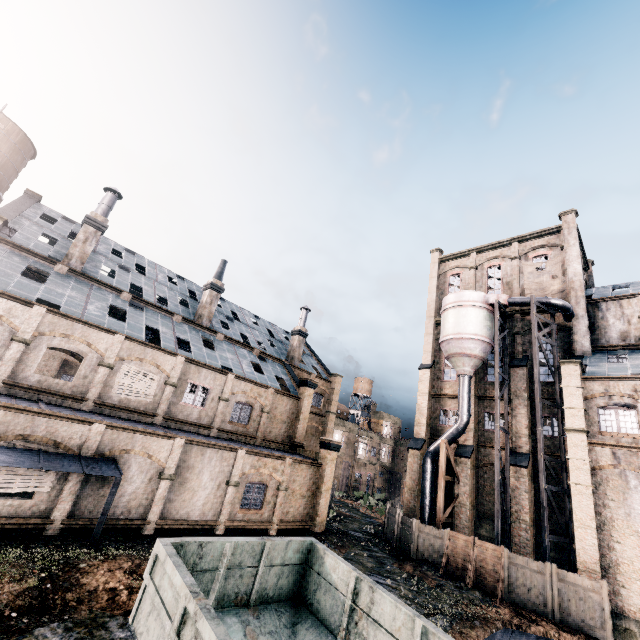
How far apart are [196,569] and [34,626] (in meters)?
A: 5.40

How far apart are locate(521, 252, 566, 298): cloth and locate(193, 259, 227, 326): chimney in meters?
31.0

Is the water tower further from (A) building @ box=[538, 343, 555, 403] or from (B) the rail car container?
(A) building @ box=[538, 343, 555, 403]

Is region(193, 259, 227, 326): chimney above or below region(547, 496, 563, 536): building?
above

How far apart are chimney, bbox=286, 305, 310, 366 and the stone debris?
24.4m

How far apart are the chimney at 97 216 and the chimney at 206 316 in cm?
947

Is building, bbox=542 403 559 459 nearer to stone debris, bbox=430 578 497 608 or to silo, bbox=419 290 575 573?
silo, bbox=419 290 575 573

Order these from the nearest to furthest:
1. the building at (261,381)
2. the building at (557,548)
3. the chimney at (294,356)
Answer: the building at (261,381) → the building at (557,548) → the chimney at (294,356)
